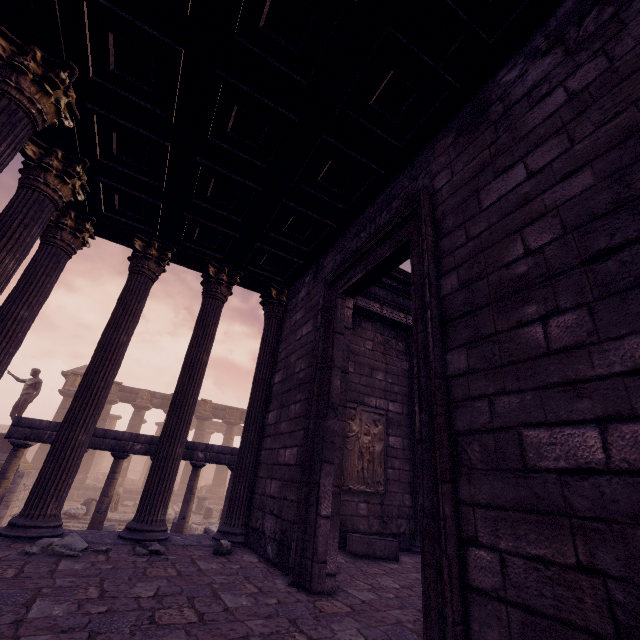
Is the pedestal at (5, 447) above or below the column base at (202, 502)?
above

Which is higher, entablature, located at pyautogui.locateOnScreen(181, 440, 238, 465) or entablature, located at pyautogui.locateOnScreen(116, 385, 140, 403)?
entablature, located at pyautogui.locateOnScreen(116, 385, 140, 403)

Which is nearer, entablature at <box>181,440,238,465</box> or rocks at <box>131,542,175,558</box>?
rocks at <box>131,542,175,558</box>

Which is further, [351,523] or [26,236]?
[351,523]

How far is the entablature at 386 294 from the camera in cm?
787

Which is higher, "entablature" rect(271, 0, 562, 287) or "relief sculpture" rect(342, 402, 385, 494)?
"entablature" rect(271, 0, 562, 287)

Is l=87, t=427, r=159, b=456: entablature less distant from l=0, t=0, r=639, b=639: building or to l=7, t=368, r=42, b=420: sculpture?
l=0, t=0, r=639, b=639: building

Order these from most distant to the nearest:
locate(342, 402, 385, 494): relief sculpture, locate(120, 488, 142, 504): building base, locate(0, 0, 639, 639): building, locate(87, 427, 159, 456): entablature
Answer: locate(120, 488, 142, 504): building base, locate(87, 427, 159, 456): entablature, locate(342, 402, 385, 494): relief sculpture, locate(0, 0, 639, 639): building
